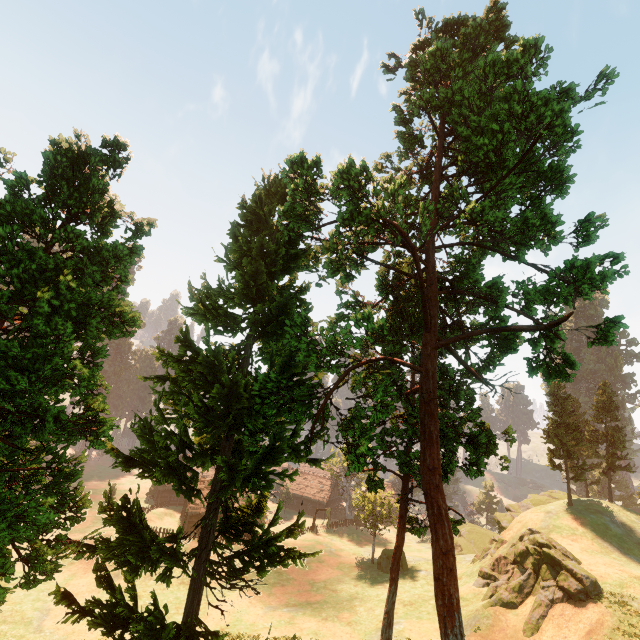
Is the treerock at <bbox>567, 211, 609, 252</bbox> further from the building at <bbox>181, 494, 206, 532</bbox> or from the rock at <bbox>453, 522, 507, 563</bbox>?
the rock at <bbox>453, 522, 507, 563</bbox>

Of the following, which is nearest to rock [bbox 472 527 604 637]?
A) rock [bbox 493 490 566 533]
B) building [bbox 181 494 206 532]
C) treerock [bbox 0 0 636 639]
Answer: rock [bbox 493 490 566 533]

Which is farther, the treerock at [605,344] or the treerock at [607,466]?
the treerock at [605,344]

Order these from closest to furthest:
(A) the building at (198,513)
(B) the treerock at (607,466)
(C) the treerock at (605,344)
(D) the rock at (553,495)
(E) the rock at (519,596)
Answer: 1. (B) the treerock at (607,466)
2. (C) the treerock at (605,344)
3. (E) the rock at (519,596)
4. (D) the rock at (553,495)
5. (A) the building at (198,513)

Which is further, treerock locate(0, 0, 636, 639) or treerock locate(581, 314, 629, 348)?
treerock locate(581, 314, 629, 348)

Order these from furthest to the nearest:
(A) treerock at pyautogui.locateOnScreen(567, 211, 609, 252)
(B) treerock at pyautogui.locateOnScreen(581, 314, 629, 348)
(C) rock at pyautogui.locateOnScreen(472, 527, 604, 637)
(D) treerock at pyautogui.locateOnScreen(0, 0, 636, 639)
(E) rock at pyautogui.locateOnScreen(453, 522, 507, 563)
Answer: (E) rock at pyautogui.locateOnScreen(453, 522, 507, 563), (C) rock at pyautogui.locateOnScreen(472, 527, 604, 637), (A) treerock at pyautogui.locateOnScreen(567, 211, 609, 252), (B) treerock at pyautogui.locateOnScreen(581, 314, 629, 348), (D) treerock at pyautogui.locateOnScreen(0, 0, 636, 639)

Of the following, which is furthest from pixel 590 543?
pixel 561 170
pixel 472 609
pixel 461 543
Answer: pixel 561 170
